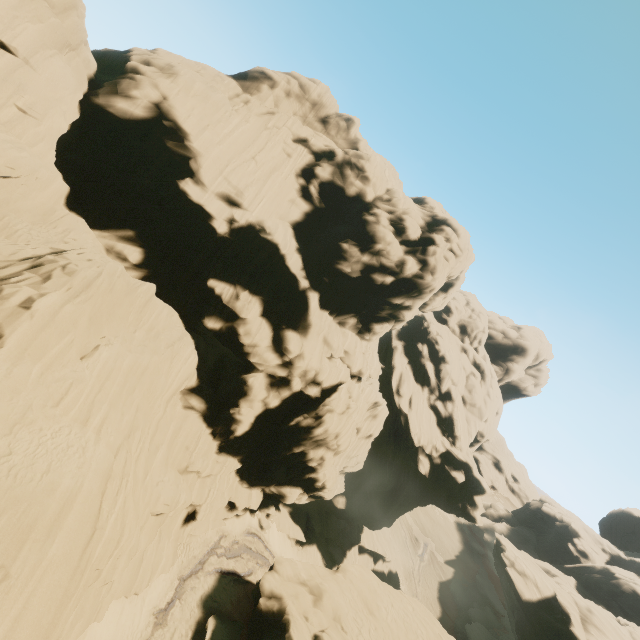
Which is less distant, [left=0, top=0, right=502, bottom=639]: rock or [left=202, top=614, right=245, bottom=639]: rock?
[left=0, top=0, right=502, bottom=639]: rock

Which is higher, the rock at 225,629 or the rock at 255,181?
the rock at 255,181

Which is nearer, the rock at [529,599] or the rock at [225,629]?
the rock at [225,629]

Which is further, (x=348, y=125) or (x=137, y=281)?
(x=348, y=125)

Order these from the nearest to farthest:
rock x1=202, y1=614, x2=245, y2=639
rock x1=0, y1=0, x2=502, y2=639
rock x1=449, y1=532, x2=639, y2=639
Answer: rock x1=0, y1=0, x2=502, y2=639 → rock x1=202, y1=614, x2=245, y2=639 → rock x1=449, y1=532, x2=639, y2=639

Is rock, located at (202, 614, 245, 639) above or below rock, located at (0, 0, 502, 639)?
below
